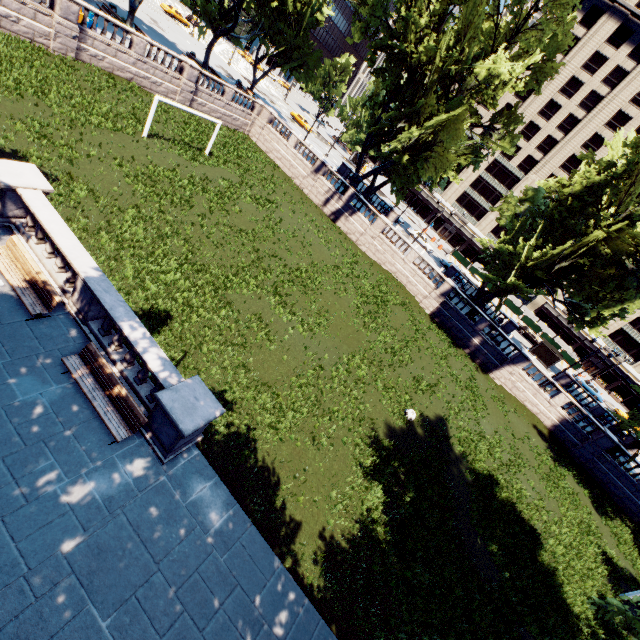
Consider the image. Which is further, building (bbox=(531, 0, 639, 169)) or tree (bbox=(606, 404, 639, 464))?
building (bbox=(531, 0, 639, 169))

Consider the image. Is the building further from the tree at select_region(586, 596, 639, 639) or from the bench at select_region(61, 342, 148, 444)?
the bench at select_region(61, 342, 148, 444)

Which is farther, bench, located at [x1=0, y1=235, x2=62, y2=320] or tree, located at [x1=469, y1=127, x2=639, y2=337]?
tree, located at [x1=469, y1=127, x2=639, y2=337]

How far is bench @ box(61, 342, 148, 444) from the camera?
8.73m

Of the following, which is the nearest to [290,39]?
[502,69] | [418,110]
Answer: [418,110]

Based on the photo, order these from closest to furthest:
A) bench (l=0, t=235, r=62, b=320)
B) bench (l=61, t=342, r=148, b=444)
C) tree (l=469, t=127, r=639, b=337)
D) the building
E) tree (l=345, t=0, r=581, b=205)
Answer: bench (l=61, t=342, r=148, b=444)
bench (l=0, t=235, r=62, b=320)
tree (l=469, t=127, r=639, b=337)
tree (l=345, t=0, r=581, b=205)
the building

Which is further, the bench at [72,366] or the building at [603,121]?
the building at [603,121]

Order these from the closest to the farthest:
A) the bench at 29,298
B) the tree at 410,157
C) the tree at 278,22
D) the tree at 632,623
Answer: the tree at 632,623 < the bench at 29,298 < the tree at 410,157 < the tree at 278,22
